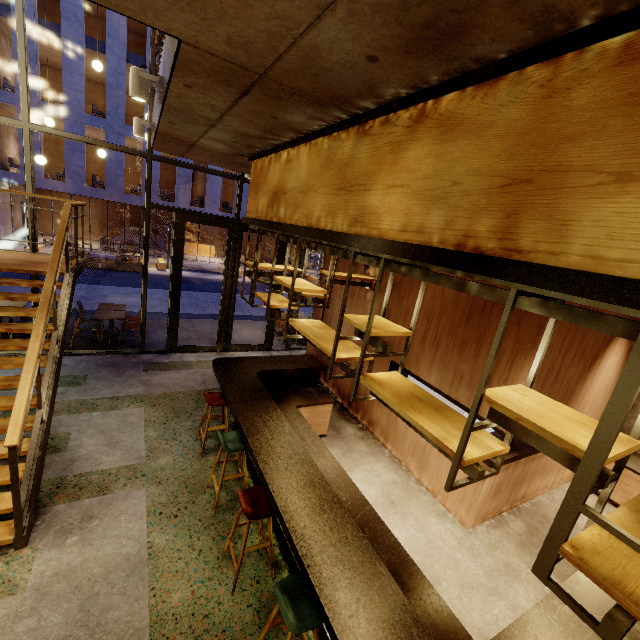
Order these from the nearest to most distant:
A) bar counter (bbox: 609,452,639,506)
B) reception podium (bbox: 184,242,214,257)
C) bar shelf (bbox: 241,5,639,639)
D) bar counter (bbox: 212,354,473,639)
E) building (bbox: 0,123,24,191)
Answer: bar shelf (bbox: 241,5,639,639), bar counter (bbox: 212,354,473,639), bar counter (bbox: 609,452,639,506), building (bbox: 0,123,24,191), reception podium (bbox: 184,242,214,257)

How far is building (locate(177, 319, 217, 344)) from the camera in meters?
9.4 m

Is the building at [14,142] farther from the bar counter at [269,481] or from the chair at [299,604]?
the chair at [299,604]

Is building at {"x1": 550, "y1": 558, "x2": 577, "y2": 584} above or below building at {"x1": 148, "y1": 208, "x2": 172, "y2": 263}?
below

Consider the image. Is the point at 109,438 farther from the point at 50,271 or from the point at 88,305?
the point at 88,305

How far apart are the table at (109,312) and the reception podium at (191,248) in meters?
20.5 m

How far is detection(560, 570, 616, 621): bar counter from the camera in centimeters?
296cm
